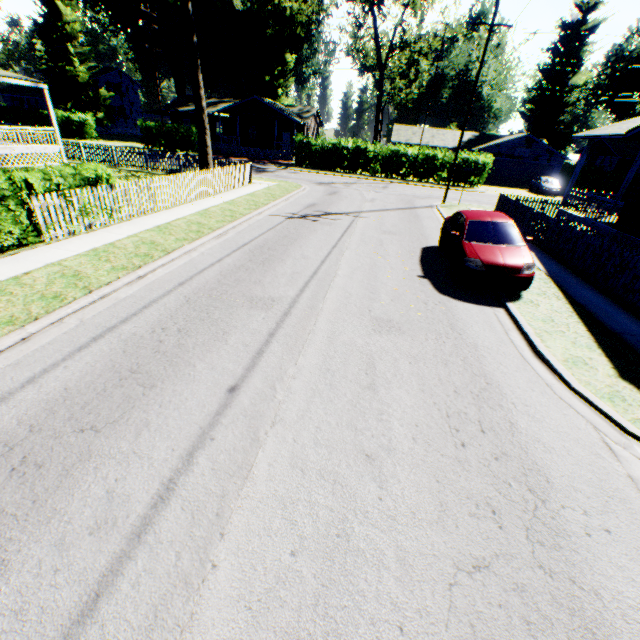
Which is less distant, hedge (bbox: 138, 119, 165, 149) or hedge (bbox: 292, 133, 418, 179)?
hedge (bbox: 292, 133, 418, 179)

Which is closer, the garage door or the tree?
the tree

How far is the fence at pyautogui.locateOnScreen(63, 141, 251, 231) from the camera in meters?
10.2

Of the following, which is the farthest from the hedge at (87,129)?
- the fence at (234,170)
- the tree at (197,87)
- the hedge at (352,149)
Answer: the tree at (197,87)

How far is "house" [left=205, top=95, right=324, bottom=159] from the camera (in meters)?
39.66

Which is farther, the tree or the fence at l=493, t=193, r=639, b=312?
the tree

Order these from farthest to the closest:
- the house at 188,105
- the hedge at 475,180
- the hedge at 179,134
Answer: the house at 188,105
the hedge at 179,134
the hedge at 475,180

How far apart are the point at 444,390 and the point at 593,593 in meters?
2.6 m
